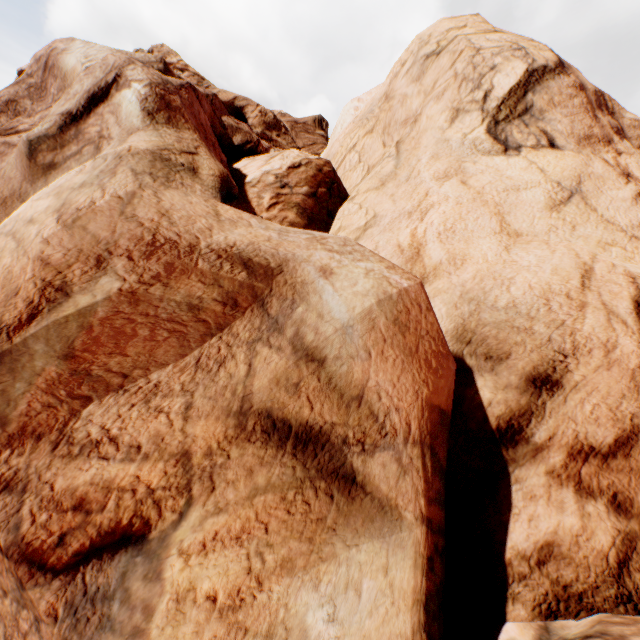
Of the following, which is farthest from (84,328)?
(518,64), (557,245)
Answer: (518,64)
